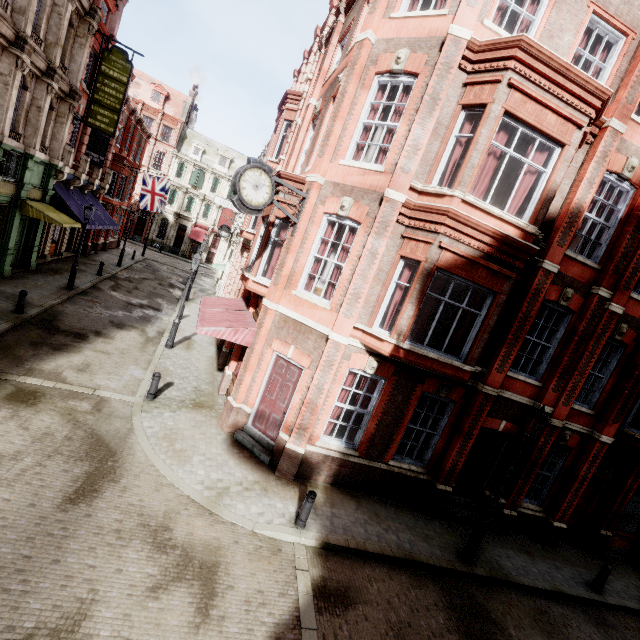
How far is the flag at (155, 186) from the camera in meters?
27.2

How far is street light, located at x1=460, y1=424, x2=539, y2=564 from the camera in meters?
8.5 m

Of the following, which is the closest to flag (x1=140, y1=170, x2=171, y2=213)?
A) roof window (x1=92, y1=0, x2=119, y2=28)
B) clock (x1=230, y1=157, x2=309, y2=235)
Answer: roof window (x1=92, y1=0, x2=119, y2=28)

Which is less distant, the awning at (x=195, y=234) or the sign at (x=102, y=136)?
the sign at (x=102, y=136)

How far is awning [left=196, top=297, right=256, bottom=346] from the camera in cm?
996

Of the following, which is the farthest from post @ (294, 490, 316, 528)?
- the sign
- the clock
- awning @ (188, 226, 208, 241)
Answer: awning @ (188, 226, 208, 241)

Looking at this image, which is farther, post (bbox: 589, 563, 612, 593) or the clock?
post (bbox: 589, 563, 612, 593)

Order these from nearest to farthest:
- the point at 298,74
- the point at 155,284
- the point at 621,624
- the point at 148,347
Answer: the point at 621,624
the point at 148,347
the point at 298,74
the point at 155,284
